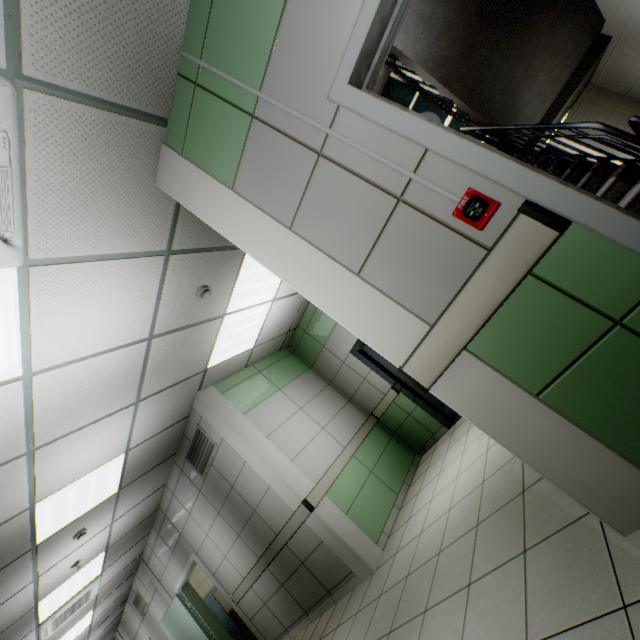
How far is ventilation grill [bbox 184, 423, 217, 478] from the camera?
5.0 meters

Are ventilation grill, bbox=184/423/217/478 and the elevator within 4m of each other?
yes

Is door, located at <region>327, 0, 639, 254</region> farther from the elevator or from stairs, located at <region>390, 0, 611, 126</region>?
the elevator

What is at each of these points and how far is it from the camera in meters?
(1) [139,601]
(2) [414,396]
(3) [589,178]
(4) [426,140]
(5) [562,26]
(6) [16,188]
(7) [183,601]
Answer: (1) ventilation grill, 8.5 m
(2) elevator, 5.5 m
(3) stairs, 3.3 m
(4) door, 1.4 m
(5) stairs, 3.7 m
(6) air conditioning vent, 1.7 m
(7) door, 6.8 m

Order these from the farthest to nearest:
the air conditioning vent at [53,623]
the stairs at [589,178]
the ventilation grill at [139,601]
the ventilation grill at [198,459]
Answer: the ventilation grill at [139,601], the air conditioning vent at [53,623], the ventilation grill at [198,459], the stairs at [589,178]

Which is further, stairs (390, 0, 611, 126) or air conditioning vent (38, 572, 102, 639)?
air conditioning vent (38, 572, 102, 639)

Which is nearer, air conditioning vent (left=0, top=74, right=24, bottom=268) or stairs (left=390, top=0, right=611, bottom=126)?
air conditioning vent (left=0, top=74, right=24, bottom=268)

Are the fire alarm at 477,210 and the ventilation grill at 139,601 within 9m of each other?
no
